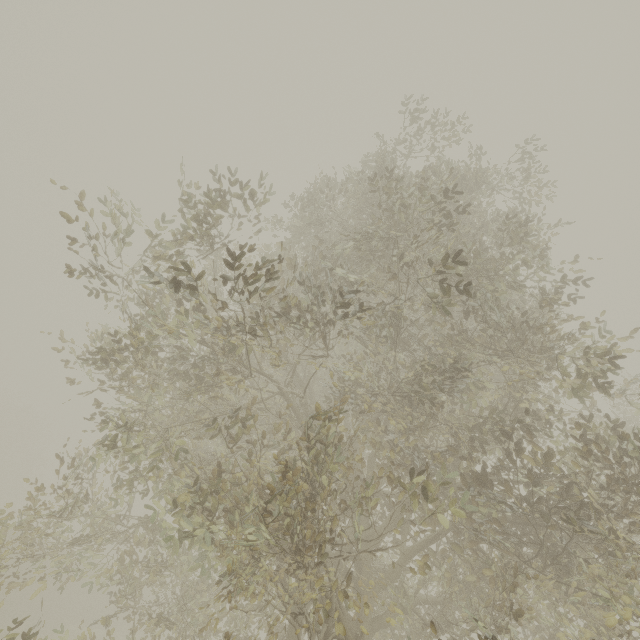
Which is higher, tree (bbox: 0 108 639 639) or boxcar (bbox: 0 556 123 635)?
tree (bbox: 0 108 639 639)

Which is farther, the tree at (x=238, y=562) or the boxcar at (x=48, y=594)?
the boxcar at (x=48, y=594)

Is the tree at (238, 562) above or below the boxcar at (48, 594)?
above

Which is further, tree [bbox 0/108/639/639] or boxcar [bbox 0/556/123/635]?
boxcar [bbox 0/556/123/635]

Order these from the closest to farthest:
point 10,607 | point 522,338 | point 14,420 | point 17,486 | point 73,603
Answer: point 522,338 → point 10,607 → point 73,603 → point 17,486 → point 14,420
